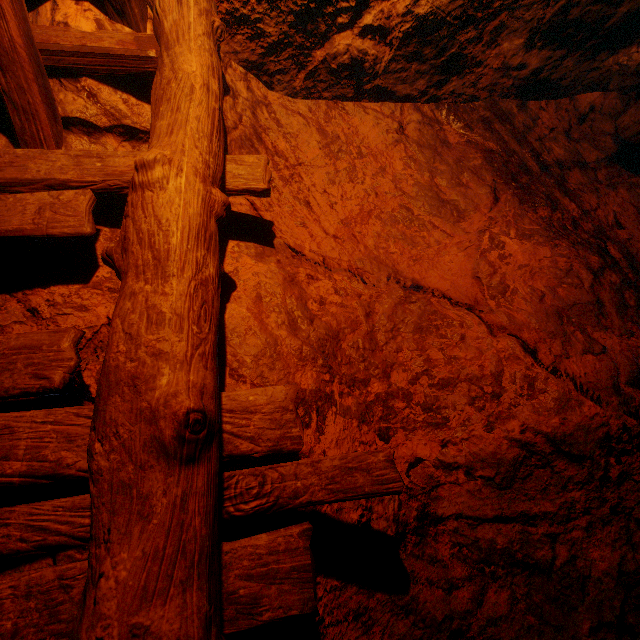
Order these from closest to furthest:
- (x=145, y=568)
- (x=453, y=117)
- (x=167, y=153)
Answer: (x=145, y=568) < (x=167, y=153) < (x=453, y=117)
